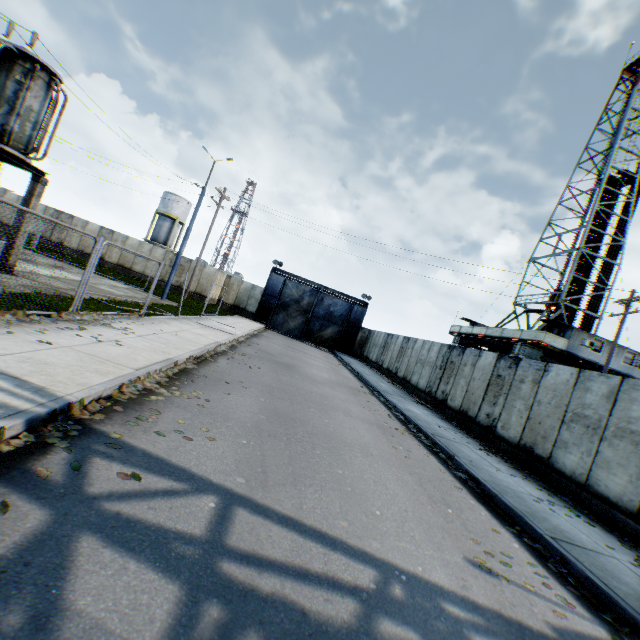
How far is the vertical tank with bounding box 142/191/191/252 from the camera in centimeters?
4644cm

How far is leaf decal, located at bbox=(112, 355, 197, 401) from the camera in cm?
533

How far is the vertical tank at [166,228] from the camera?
46.4m

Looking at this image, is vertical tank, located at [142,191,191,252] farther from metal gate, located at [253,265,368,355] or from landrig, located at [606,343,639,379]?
landrig, located at [606,343,639,379]

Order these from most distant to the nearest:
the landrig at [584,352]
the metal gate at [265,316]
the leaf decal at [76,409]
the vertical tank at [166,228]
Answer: the vertical tank at [166,228], the metal gate at [265,316], the landrig at [584,352], the leaf decal at [76,409]

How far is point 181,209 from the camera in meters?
47.2

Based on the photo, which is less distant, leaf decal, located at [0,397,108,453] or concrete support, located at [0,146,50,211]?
leaf decal, located at [0,397,108,453]

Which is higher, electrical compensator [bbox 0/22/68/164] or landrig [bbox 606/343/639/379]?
landrig [bbox 606/343/639/379]
